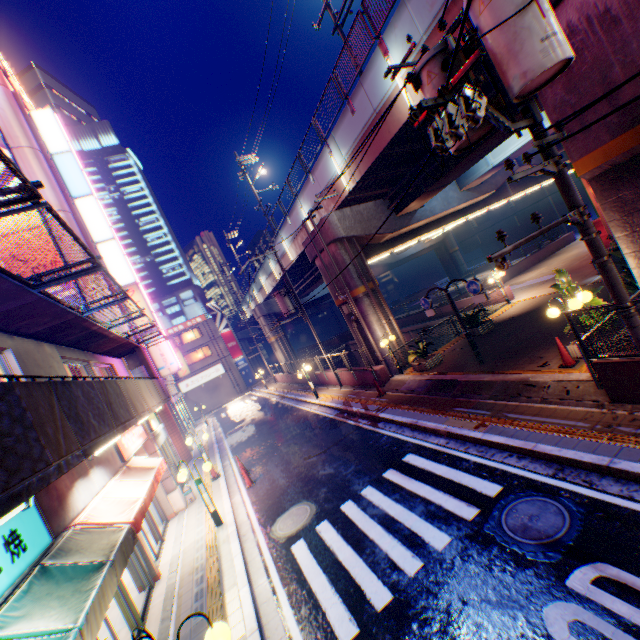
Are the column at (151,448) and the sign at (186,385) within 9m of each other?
no

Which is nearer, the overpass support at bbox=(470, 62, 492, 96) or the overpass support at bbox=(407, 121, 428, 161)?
the overpass support at bbox=(470, 62, 492, 96)

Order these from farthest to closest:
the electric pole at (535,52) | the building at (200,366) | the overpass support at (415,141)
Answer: the building at (200,366) < the overpass support at (415,141) < the electric pole at (535,52)

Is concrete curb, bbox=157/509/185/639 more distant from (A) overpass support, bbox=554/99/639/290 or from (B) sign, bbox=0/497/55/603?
(A) overpass support, bbox=554/99/639/290

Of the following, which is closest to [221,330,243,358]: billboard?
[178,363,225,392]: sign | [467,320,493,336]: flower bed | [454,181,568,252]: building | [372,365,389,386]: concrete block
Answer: [178,363,225,392]: sign

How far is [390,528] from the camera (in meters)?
6.88

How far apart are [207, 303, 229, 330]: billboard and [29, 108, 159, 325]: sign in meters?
24.3

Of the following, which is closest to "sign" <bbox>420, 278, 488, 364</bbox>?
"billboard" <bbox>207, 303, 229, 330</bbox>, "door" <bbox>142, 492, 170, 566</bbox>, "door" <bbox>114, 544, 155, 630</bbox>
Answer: "door" <bbox>114, 544, 155, 630</bbox>
